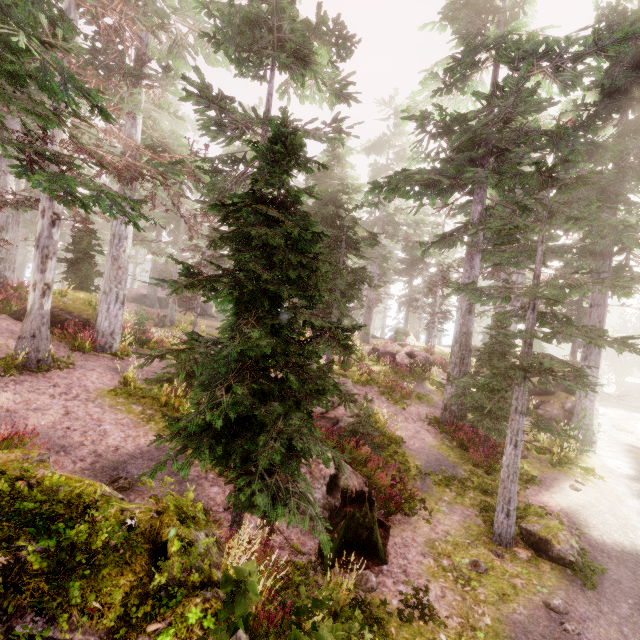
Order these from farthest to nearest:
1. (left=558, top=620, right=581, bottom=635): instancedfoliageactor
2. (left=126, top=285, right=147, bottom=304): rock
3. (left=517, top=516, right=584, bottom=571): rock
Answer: (left=126, top=285, right=147, bottom=304): rock < (left=517, top=516, right=584, bottom=571): rock < (left=558, top=620, right=581, bottom=635): instancedfoliageactor

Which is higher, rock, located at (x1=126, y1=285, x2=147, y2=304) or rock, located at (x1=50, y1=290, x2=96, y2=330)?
rock, located at (x1=126, y1=285, x2=147, y2=304)

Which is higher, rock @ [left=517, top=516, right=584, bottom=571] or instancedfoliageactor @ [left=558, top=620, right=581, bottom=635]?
rock @ [left=517, top=516, right=584, bottom=571]

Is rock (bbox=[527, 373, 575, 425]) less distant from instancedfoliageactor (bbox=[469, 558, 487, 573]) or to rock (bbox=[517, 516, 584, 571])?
instancedfoliageactor (bbox=[469, 558, 487, 573])

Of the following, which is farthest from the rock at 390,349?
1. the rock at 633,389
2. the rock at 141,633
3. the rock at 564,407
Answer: the rock at 633,389

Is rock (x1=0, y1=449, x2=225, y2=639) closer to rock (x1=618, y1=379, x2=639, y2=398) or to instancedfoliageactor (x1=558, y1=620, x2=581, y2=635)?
instancedfoliageactor (x1=558, y1=620, x2=581, y2=635)

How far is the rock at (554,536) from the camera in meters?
7.8 m

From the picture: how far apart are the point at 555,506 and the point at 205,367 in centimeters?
1218cm
